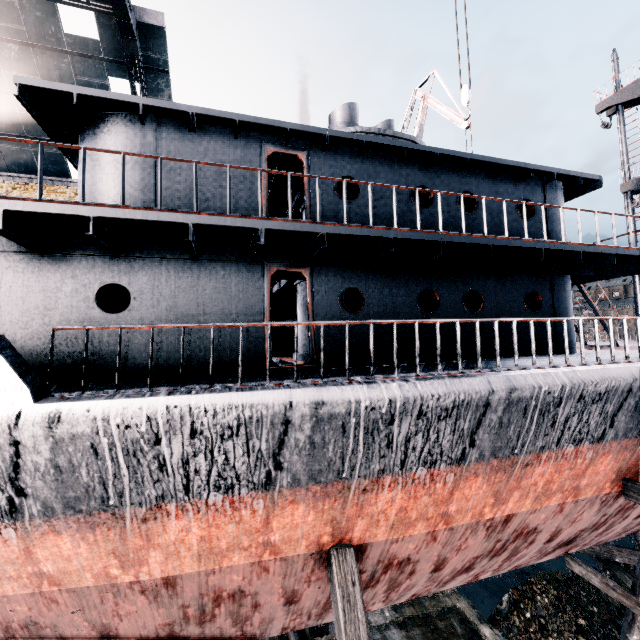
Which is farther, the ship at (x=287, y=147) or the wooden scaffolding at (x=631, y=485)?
the wooden scaffolding at (x=631, y=485)

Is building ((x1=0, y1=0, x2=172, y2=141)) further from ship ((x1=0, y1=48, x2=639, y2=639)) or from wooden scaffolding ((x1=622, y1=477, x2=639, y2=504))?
wooden scaffolding ((x1=622, y1=477, x2=639, y2=504))

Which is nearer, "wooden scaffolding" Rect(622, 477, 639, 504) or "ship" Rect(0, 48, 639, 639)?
"ship" Rect(0, 48, 639, 639)

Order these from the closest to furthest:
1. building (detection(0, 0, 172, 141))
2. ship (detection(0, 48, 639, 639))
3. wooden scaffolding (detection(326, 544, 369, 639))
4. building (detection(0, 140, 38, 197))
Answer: ship (detection(0, 48, 639, 639)) < wooden scaffolding (detection(326, 544, 369, 639)) < building (detection(0, 0, 172, 141)) < building (detection(0, 140, 38, 197))

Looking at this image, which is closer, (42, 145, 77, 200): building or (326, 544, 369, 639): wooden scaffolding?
(326, 544, 369, 639): wooden scaffolding

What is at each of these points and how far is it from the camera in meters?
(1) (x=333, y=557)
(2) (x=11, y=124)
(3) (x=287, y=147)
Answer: (1) wooden scaffolding, 6.2 m
(2) building, 19.4 m
(3) ship, 8.4 m

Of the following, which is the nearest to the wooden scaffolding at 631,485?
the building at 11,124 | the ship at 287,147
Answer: the ship at 287,147

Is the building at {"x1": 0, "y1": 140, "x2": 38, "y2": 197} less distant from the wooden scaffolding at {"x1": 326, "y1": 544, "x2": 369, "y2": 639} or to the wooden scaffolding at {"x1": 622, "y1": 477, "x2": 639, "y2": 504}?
the wooden scaffolding at {"x1": 326, "y1": 544, "x2": 369, "y2": 639}
